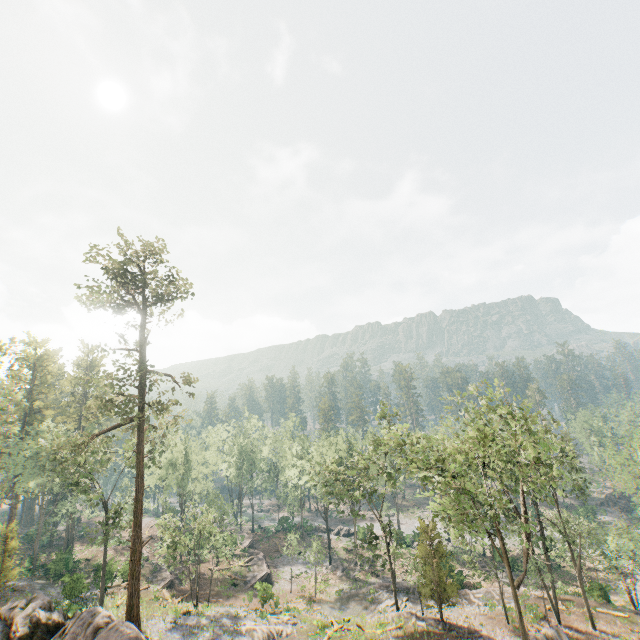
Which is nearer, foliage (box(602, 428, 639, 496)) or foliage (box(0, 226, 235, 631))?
foliage (box(0, 226, 235, 631))

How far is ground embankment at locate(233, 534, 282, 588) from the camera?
42.38m

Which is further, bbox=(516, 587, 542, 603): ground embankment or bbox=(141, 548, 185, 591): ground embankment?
bbox=(141, 548, 185, 591): ground embankment

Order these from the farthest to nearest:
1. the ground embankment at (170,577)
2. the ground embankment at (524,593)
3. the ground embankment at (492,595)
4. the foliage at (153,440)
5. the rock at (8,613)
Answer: the ground embankment at (170,577), the ground embankment at (492,595), the ground embankment at (524,593), the foliage at (153,440), the rock at (8,613)

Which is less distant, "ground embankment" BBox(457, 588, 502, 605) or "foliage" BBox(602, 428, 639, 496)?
"ground embankment" BBox(457, 588, 502, 605)

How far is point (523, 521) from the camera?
22.5 meters

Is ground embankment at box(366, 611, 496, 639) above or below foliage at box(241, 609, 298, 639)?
below

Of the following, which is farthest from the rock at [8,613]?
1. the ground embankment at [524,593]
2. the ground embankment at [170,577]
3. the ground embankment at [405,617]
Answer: the ground embankment at [524,593]
